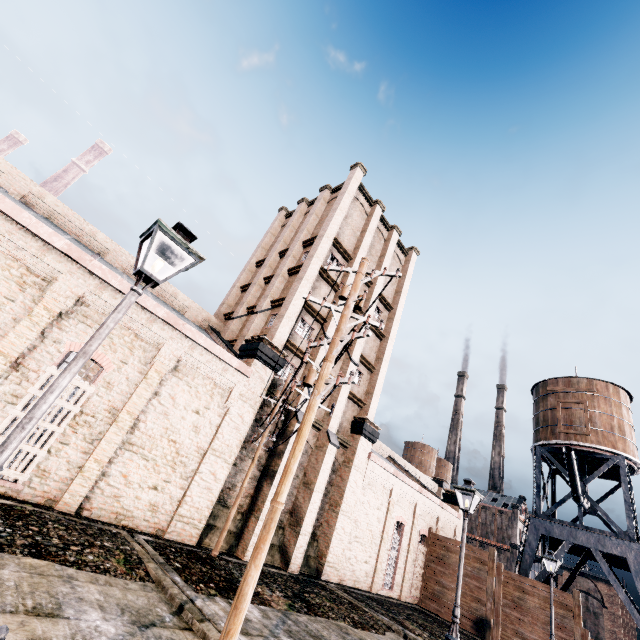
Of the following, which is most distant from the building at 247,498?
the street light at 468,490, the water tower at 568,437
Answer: the street light at 468,490

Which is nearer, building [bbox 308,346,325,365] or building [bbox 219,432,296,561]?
building [bbox 219,432,296,561]

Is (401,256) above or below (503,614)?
above

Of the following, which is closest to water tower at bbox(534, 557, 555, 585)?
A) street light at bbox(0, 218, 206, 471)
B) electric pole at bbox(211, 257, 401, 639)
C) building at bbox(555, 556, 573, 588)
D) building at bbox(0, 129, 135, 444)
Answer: building at bbox(0, 129, 135, 444)

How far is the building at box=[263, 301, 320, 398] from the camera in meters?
19.0

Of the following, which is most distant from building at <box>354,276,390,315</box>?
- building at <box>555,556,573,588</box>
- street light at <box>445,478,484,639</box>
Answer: building at <box>555,556,573,588</box>

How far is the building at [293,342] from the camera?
19.02m
